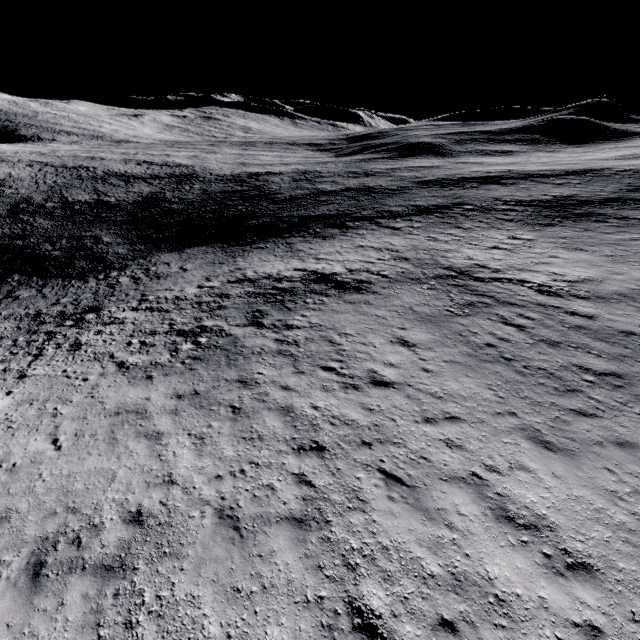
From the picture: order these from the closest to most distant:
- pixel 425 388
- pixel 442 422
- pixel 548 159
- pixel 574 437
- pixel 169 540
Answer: pixel 169 540 → pixel 574 437 → pixel 442 422 → pixel 425 388 → pixel 548 159
